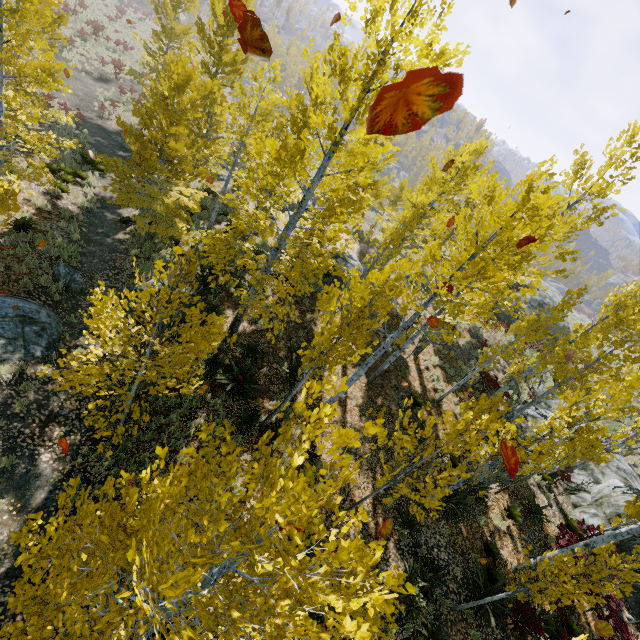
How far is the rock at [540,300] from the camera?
26.3m

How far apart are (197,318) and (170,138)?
8.96m

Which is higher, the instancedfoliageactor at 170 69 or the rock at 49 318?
the instancedfoliageactor at 170 69

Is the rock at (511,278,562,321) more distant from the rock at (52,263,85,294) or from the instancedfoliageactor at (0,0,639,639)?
the rock at (52,263,85,294)

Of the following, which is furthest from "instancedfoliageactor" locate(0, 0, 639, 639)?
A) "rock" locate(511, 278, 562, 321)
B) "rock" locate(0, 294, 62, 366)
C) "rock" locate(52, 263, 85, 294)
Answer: "rock" locate(511, 278, 562, 321)

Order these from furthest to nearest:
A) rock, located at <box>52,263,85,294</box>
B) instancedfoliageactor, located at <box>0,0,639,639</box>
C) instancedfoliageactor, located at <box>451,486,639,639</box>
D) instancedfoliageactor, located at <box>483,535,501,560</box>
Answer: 1. rock, located at <box>52,263,85,294</box>
2. instancedfoliageactor, located at <box>483,535,501,560</box>
3. instancedfoliageactor, located at <box>451,486,639,639</box>
4. instancedfoliageactor, located at <box>0,0,639,639</box>

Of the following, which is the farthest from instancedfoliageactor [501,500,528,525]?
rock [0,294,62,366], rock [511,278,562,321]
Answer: rock [511,278,562,321]
